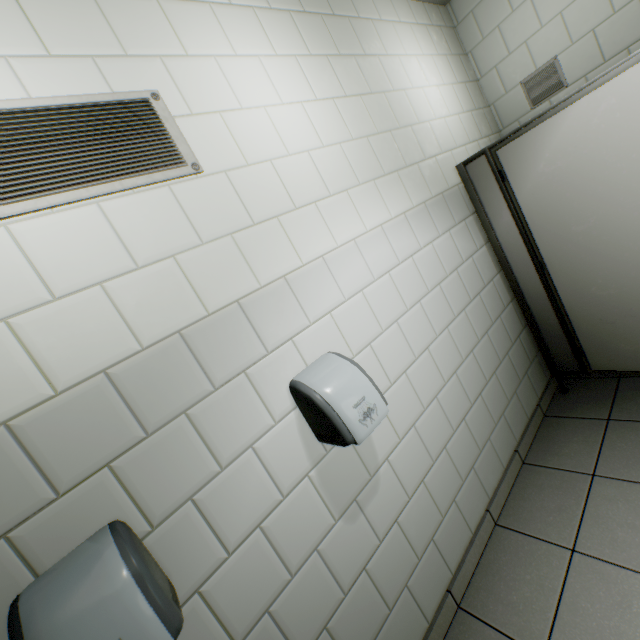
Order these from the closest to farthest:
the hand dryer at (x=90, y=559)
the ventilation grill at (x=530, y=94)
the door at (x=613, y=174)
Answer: the hand dryer at (x=90, y=559) < the door at (x=613, y=174) < the ventilation grill at (x=530, y=94)

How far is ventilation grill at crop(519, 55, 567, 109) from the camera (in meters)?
2.59

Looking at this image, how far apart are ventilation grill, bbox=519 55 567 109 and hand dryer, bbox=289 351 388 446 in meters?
3.0

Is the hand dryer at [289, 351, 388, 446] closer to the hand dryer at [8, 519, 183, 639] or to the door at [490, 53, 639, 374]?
the hand dryer at [8, 519, 183, 639]

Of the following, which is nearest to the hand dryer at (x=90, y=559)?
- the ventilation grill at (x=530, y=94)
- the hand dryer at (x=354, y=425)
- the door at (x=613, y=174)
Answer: the hand dryer at (x=354, y=425)

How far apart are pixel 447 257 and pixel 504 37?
2.17m

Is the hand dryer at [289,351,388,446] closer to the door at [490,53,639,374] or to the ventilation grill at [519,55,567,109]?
the door at [490,53,639,374]

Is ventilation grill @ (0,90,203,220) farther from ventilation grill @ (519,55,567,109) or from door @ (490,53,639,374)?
ventilation grill @ (519,55,567,109)
